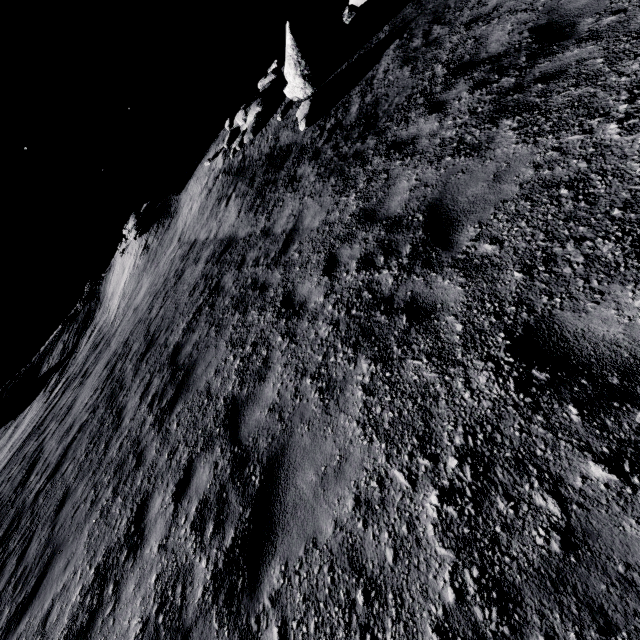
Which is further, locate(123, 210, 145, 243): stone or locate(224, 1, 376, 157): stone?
locate(123, 210, 145, 243): stone

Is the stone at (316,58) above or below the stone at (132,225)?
below

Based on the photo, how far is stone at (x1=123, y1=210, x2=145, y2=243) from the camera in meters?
24.7 m

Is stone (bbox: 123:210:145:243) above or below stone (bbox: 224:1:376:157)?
above

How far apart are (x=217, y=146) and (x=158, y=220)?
6.9m

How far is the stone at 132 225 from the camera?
24.67m
